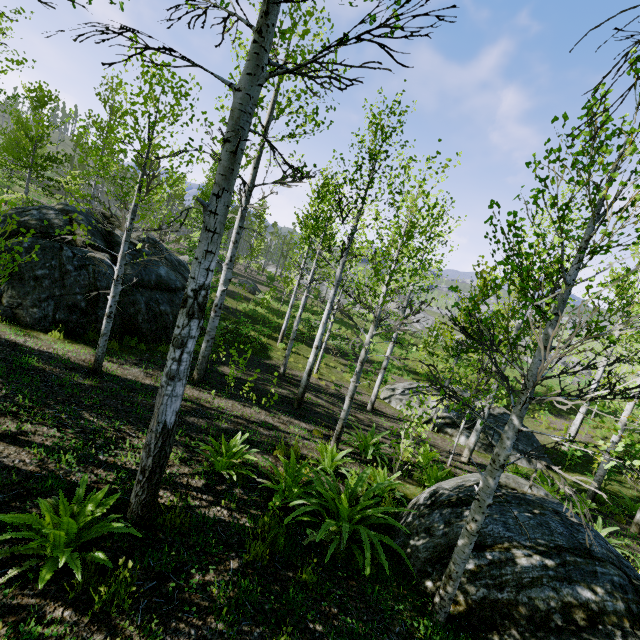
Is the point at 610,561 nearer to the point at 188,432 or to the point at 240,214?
the point at 188,432

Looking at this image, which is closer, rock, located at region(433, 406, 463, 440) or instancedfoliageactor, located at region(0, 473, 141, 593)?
instancedfoliageactor, located at region(0, 473, 141, 593)

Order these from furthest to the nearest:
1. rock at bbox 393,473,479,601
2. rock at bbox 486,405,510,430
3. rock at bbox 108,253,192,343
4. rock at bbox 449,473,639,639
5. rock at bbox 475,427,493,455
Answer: rock at bbox 486,405,510,430
rock at bbox 475,427,493,455
rock at bbox 108,253,192,343
rock at bbox 393,473,479,601
rock at bbox 449,473,639,639

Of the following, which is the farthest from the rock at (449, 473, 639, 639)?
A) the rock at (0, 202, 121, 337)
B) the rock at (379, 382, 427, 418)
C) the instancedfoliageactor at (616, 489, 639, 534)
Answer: the rock at (0, 202, 121, 337)

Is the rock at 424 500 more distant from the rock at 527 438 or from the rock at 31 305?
the rock at 31 305

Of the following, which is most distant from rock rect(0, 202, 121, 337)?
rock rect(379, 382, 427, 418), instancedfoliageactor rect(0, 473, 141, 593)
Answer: rock rect(379, 382, 427, 418)

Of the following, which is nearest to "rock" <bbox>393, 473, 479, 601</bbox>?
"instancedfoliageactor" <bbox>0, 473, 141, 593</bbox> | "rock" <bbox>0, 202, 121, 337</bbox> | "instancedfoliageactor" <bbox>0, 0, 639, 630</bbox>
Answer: "instancedfoliageactor" <bbox>0, 473, 141, 593</bbox>

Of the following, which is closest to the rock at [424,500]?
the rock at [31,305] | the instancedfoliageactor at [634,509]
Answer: the instancedfoliageactor at [634,509]
